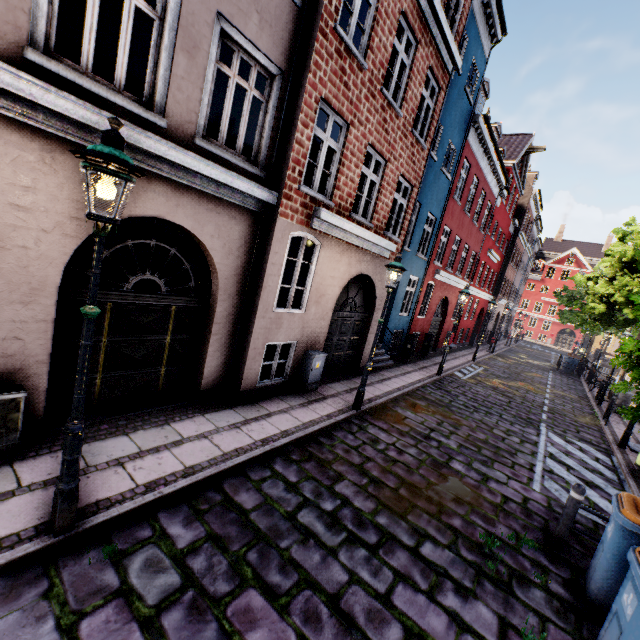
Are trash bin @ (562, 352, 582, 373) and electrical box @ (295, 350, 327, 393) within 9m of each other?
no

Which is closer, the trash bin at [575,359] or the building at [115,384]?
the building at [115,384]

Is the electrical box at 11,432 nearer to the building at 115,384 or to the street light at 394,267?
the building at 115,384

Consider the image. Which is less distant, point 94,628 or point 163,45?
point 94,628

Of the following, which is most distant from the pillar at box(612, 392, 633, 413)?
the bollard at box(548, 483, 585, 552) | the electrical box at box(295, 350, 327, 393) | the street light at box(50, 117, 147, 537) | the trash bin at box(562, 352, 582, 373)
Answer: the electrical box at box(295, 350, 327, 393)

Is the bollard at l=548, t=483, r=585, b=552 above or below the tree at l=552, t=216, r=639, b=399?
below

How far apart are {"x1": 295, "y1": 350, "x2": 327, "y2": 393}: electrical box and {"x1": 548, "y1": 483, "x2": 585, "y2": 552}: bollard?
5.4 meters

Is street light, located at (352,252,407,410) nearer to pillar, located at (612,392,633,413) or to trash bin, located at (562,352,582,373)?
pillar, located at (612,392,633,413)
